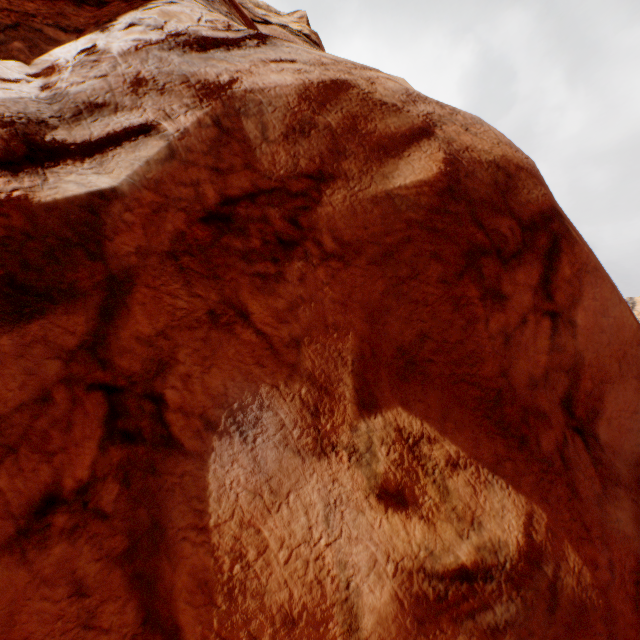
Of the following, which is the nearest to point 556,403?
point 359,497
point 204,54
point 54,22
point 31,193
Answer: point 359,497
